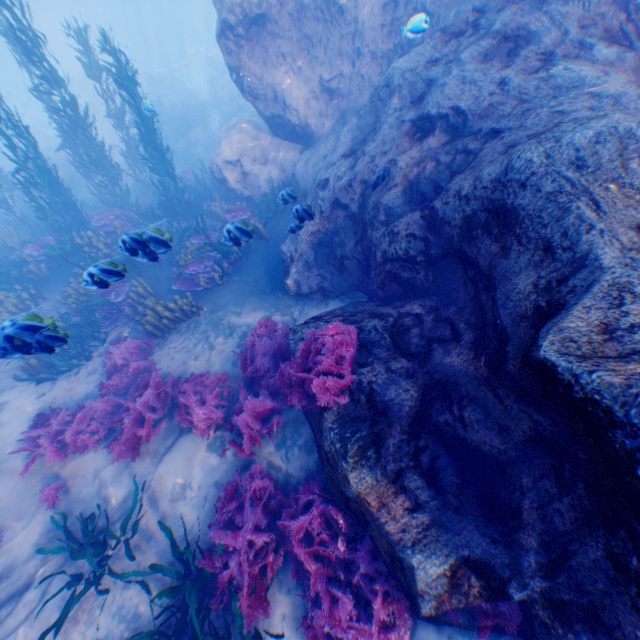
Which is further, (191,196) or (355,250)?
(191,196)

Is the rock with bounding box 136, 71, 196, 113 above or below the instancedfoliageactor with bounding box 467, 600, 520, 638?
above

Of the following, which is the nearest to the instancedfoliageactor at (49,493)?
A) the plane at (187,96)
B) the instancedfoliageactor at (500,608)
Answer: the plane at (187,96)

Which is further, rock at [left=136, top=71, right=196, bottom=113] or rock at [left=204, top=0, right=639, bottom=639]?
rock at [left=136, top=71, right=196, bottom=113]

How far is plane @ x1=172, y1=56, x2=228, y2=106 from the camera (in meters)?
32.16

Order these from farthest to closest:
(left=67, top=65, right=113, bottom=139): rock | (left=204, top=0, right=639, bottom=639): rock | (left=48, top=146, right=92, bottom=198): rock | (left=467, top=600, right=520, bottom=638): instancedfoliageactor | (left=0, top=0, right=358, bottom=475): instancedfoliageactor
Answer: (left=67, top=65, right=113, bottom=139): rock, (left=48, top=146, right=92, bottom=198): rock, (left=0, top=0, right=358, bottom=475): instancedfoliageactor, (left=467, top=600, right=520, bottom=638): instancedfoliageactor, (left=204, top=0, right=639, bottom=639): rock

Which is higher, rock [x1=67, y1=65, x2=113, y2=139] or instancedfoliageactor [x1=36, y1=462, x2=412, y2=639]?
rock [x1=67, y1=65, x2=113, y2=139]

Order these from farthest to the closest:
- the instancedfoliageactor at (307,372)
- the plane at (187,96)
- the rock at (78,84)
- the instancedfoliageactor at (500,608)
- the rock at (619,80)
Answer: the plane at (187,96)
the rock at (78,84)
the instancedfoliageactor at (307,372)
the instancedfoliageactor at (500,608)
the rock at (619,80)
